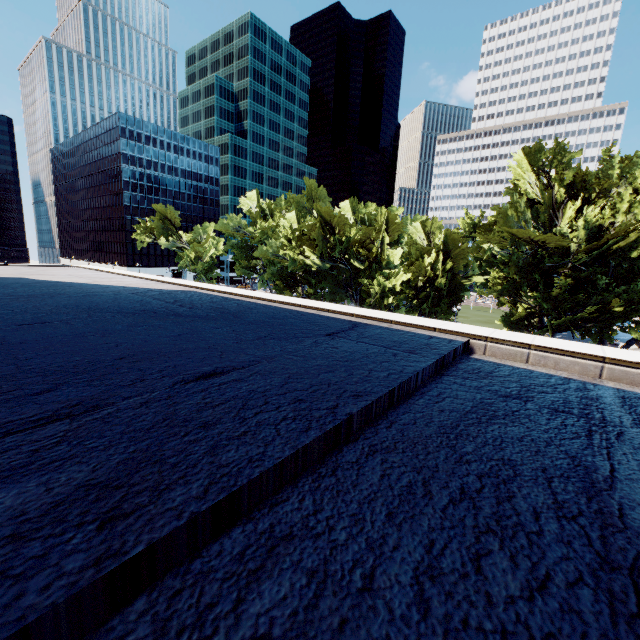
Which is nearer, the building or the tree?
the building

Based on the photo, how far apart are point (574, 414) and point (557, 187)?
37.85m

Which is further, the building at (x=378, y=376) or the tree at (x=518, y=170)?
the tree at (x=518, y=170)
